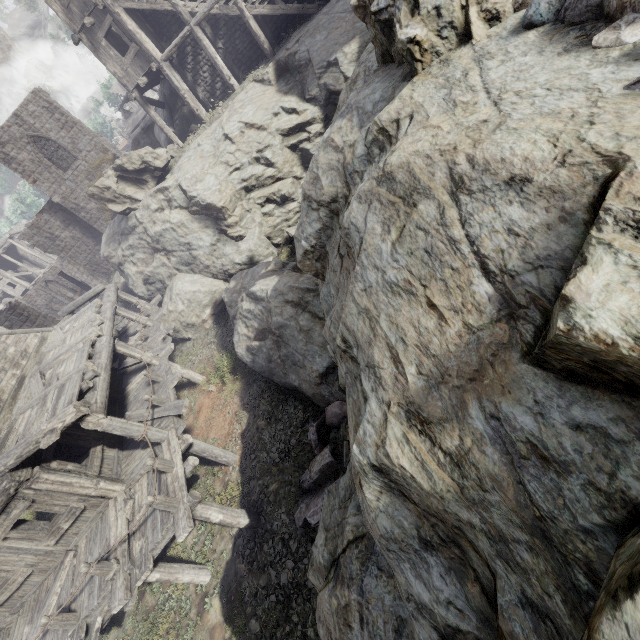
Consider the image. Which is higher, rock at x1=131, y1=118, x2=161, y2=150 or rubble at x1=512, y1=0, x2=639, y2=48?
rock at x1=131, y1=118, x2=161, y2=150

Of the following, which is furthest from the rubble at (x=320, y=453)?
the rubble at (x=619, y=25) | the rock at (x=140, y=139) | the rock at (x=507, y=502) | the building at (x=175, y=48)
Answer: the rock at (x=140, y=139)

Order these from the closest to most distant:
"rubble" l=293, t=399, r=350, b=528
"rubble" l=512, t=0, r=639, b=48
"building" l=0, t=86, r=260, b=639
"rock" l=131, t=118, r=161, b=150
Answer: "rubble" l=512, t=0, r=639, b=48
"rubble" l=293, t=399, r=350, b=528
"building" l=0, t=86, r=260, b=639
"rock" l=131, t=118, r=161, b=150

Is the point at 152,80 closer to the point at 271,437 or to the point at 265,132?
the point at 265,132

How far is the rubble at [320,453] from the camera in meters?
7.4 m

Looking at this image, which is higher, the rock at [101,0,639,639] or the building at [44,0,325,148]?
the building at [44,0,325,148]

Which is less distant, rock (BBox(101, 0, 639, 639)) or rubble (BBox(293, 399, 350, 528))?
rock (BBox(101, 0, 639, 639))

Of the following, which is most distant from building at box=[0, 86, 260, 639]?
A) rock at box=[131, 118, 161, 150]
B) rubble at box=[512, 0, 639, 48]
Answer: rubble at box=[512, 0, 639, 48]
